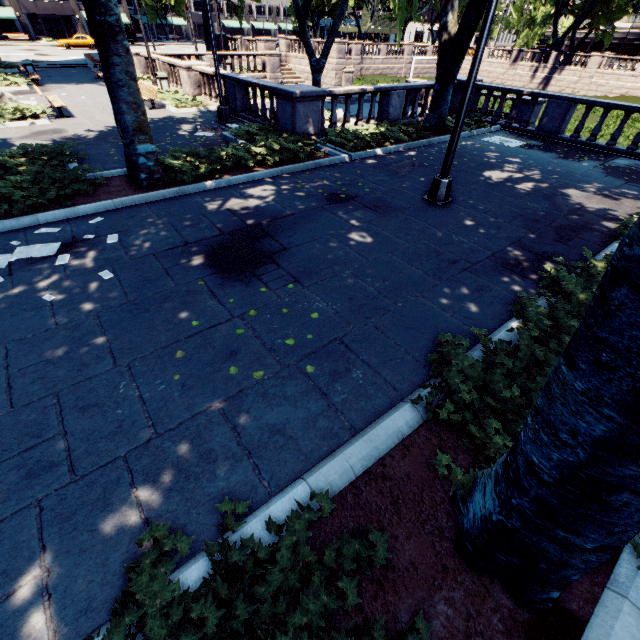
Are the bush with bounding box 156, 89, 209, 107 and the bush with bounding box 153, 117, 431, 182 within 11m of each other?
yes

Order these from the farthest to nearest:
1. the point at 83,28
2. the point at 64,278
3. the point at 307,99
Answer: the point at 83,28 < the point at 307,99 < the point at 64,278

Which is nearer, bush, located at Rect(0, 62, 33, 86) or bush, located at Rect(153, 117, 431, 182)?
bush, located at Rect(153, 117, 431, 182)

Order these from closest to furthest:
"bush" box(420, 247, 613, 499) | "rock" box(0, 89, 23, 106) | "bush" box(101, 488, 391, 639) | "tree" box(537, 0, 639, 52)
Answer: "bush" box(101, 488, 391, 639) < "bush" box(420, 247, 613, 499) < "rock" box(0, 89, 23, 106) < "tree" box(537, 0, 639, 52)

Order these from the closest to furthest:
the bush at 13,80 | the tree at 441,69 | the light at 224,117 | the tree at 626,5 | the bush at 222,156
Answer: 1. the bush at 222,156
2. the tree at 441,69
3. the light at 224,117
4. the bush at 13,80
5. the tree at 626,5

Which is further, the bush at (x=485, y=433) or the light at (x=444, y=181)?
the light at (x=444, y=181)

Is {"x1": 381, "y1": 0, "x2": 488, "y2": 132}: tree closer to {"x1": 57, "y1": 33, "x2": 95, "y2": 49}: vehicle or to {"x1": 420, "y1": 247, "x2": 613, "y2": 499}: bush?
{"x1": 420, "y1": 247, "x2": 613, "y2": 499}: bush

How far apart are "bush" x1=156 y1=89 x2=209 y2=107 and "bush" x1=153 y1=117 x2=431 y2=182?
7.6m
